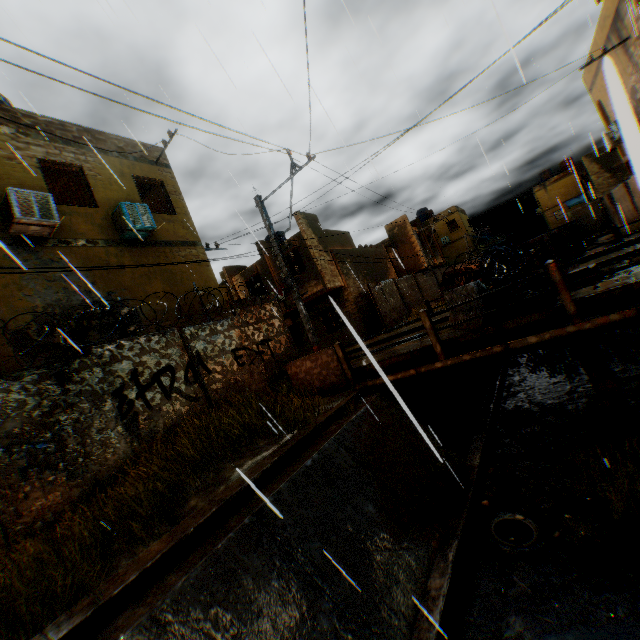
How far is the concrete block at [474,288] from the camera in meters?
7.2 m

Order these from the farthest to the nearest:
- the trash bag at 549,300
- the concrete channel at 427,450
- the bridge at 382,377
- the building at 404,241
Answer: the building at 404,241 → the trash bag at 549,300 → the bridge at 382,377 → the concrete channel at 427,450

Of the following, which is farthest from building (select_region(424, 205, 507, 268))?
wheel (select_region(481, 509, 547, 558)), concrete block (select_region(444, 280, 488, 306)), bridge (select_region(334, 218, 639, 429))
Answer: wheel (select_region(481, 509, 547, 558))

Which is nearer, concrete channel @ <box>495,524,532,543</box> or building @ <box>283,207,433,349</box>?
concrete channel @ <box>495,524,532,543</box>

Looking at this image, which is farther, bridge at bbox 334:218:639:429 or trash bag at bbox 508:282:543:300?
trash bag at bbox 508:282:543:300

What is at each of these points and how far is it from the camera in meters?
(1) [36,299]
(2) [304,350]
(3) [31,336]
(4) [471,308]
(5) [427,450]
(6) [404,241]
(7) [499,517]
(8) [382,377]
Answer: (1) building, 7.6
(2) building, 22.8
(3) building, 7.2
(4) concrete block, 7.9
(5) concrete channel, 7.1
(6) building, 28.2
(7) wheel, 5.7
(8) bridge, 1.4

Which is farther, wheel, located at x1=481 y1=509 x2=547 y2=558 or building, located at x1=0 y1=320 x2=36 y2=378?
building, located at x1=0 y1=320 x2=36 y2=378

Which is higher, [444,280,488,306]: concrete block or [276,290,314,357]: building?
[276,290,314,357]: building
